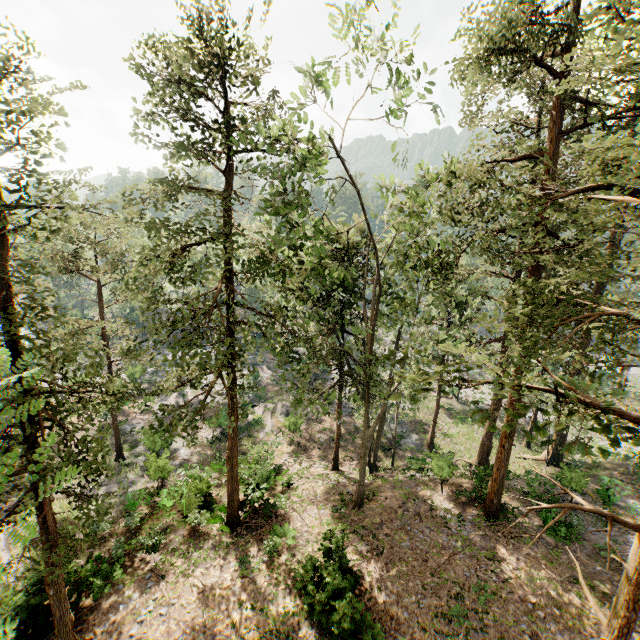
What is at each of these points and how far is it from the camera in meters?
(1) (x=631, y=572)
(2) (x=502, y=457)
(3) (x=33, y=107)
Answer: (1) foliage, 6.8 m
(2) foliage, 17.5 m
(3) foliage, 8.1 m

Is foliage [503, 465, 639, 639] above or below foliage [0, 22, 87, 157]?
below

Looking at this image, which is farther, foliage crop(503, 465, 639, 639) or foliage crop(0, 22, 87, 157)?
foliage crop(0, 22, 87, 157)

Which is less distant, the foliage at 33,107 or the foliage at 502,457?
the foliage at 502,457

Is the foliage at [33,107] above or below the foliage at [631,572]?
above
